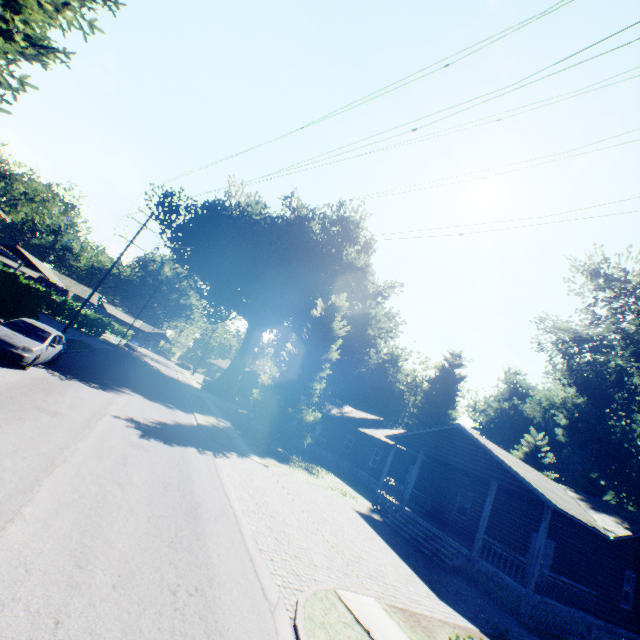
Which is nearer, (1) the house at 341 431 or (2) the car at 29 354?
(2) the car at 29 354

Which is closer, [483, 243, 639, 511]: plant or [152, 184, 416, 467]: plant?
[483, 243, 639, 511]: plant

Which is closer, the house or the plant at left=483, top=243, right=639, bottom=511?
the house

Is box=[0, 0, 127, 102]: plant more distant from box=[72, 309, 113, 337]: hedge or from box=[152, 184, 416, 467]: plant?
box=[72, 309, 113, 337]: hedge

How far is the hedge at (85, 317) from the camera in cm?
4509

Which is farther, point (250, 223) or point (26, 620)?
point (250, 223)

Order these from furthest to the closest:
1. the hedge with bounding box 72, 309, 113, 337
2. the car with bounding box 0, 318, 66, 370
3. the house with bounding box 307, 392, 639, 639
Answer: the hedge with bounding box 72, 309, 113, 337
the house with bounding box 307, 392, 639, 639
the car with bounding box 0, 318, 66, 370
